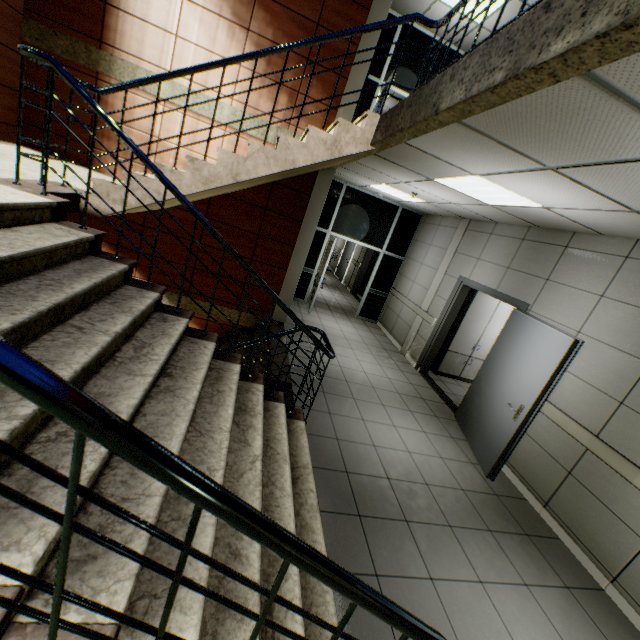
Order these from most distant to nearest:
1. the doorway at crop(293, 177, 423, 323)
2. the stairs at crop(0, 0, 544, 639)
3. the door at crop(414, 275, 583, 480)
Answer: the doorway at crop(293, 177, 423, 323)
the door at crop(414, 275, 583, 480)
the stairs at crop(0, 0, 544, 639)

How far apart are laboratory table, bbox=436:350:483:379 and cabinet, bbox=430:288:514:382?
0.0 meters

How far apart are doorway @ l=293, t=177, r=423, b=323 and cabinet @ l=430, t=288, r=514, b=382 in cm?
244

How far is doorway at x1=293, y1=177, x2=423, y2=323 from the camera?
8.11m

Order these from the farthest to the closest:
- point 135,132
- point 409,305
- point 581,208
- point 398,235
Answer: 1. point 398,235
2. point 409,305
3. point 135,132
4. point 581,208

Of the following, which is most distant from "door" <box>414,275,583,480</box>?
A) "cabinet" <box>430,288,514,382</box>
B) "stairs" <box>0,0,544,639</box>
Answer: "stairs" <box>0,0,544,639</box>

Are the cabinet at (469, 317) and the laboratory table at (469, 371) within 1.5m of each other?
yes

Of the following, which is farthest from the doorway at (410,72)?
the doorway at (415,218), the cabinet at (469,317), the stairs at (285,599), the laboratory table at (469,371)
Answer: the laboratory table at (469,371)
